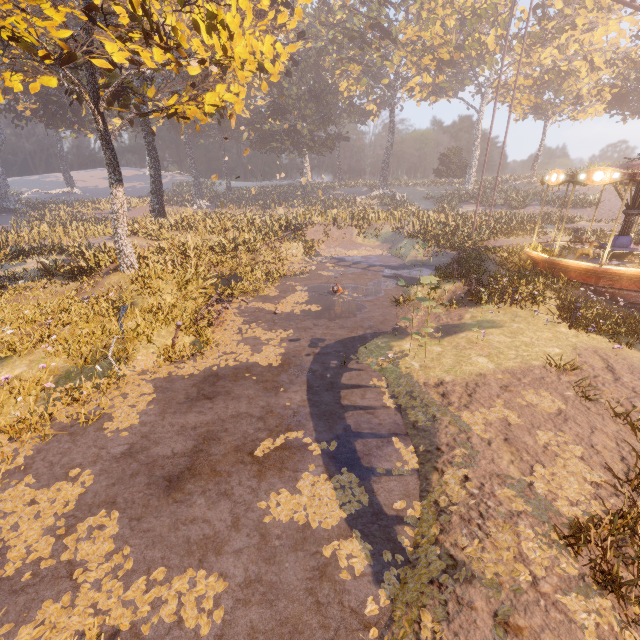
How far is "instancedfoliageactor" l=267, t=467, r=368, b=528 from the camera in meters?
5.1

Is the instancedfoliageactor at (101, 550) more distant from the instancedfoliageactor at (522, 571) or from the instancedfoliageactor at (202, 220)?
the instancedfoliageactor at (202, 220)

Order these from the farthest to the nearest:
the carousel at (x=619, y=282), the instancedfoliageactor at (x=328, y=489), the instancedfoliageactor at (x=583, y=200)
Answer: the instancedfoliageactor at (x=583, y=200) → the carousel at (x=619, y=282) → the instancedfoliageactor at (x=328, y=489)

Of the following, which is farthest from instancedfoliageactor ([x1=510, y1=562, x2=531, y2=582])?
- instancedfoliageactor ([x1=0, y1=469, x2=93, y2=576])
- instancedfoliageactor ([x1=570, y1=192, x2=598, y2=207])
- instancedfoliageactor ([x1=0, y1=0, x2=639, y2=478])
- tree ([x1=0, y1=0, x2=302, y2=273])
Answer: instancedfoliageactor ([x1=570, y1=192, x2=598, y2=207])

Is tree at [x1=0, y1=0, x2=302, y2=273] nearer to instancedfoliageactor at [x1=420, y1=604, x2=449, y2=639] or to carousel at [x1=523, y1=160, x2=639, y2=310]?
instancedfoliageactor at [x1=420, y1=604, x2=449, y2=639]

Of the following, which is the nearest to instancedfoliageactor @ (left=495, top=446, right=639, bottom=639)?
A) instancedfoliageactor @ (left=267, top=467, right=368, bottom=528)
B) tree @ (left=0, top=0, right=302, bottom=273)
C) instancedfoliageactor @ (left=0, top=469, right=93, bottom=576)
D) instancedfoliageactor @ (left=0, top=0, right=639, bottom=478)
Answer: instancedfoliageactor @ (left=267, top=467, right=368, bottom=528)

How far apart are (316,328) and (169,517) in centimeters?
777cm

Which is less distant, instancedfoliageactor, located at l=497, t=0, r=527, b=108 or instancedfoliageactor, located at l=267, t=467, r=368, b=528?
instancedfoliageactor, located at l=267, t=467, r=368, b=528
